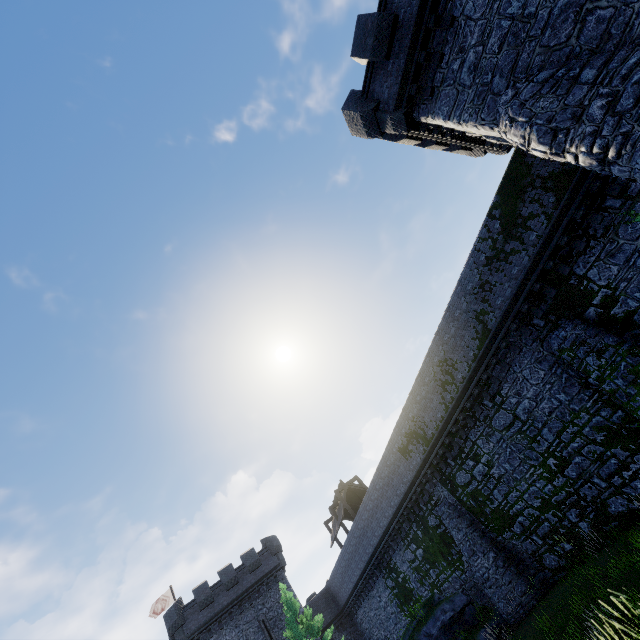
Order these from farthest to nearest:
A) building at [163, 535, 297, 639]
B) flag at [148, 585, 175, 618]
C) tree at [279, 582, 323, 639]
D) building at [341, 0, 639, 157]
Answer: flag at [148, 585, 175, 618]
building at [163, 535, 297, 639]
tree at [279, 582, 323, 639]
building at [341, 0, 639, 157]

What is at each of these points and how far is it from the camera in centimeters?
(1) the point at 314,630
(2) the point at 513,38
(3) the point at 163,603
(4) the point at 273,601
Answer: (1) tree, 2375cm
(2) building, 988cm
(3) flag, 3459cm
(4) building, 3152cm

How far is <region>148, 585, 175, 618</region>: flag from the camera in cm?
3416

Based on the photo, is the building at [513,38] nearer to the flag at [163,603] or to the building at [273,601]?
the building at [273,601]

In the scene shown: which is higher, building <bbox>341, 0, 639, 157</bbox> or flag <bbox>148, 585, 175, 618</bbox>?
flag <bbox>148, 585, 175, 618</bbox>

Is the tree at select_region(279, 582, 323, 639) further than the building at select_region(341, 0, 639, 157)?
Yes

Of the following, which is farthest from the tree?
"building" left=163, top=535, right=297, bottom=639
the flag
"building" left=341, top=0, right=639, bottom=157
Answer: "building" left=341, top=0, right=639, bottom=157
